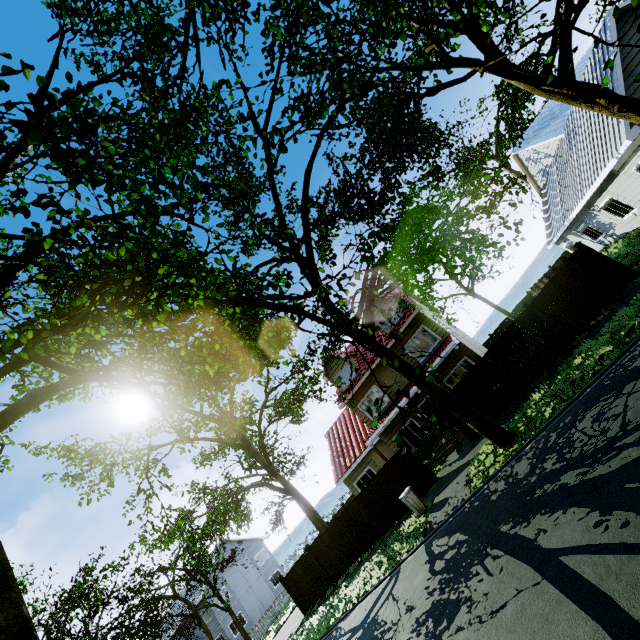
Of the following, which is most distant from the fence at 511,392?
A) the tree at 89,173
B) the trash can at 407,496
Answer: the trash can at 407,496

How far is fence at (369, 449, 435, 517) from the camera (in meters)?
14.80

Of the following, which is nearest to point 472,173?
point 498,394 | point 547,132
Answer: point 498,394

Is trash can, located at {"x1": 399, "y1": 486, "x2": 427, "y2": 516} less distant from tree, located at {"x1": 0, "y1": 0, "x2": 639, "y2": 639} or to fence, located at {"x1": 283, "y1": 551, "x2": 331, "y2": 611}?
fence, located at {"x1": 283, "y1": 551, "x2": 331, "y2": 611}

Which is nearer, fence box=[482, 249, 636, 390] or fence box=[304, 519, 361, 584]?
fence box=[482, 249, 636, 390]

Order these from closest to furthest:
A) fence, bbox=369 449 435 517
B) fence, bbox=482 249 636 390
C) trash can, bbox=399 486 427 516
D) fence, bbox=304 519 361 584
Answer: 1. fence, bbox=482 249 636 390
2. trash can, bbox=399 486 427 516
3. fence, bbox=369 449 435 517
4. fence, bbox=304 519 361 584

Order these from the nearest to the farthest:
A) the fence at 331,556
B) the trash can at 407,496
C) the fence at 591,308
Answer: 1. the fence at 591,308
2. the trash can at 407,496
3. the fence at 331,556

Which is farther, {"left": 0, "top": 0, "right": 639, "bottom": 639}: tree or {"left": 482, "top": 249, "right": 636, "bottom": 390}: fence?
{"left": 482, "top": 249, "right": 636, "bottom": 390}: fence
